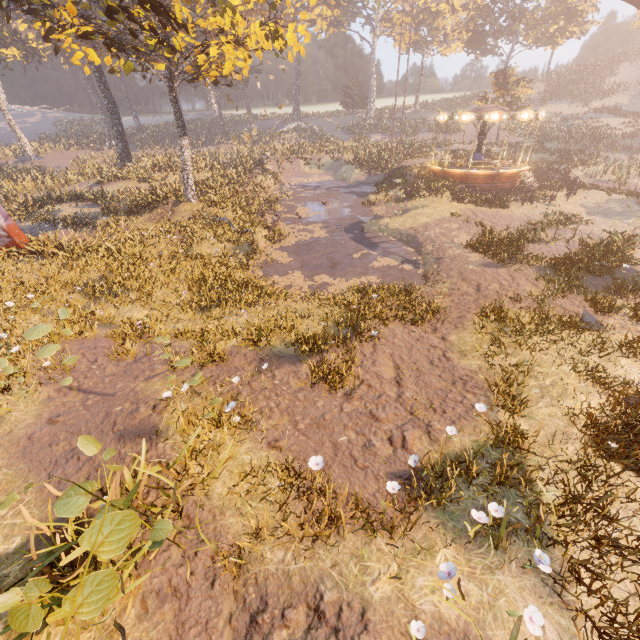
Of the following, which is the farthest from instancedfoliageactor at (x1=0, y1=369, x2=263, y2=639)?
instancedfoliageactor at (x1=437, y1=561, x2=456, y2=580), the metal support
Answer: instancedfoliageactor at (x1=437, y1=561, x2=456, y2=580)

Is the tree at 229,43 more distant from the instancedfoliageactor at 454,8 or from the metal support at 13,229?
the metal support at 13,229

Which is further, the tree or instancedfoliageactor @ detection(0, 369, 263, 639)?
the tree

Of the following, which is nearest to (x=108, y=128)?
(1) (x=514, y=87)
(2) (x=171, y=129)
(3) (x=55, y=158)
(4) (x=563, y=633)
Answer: (3) (x=55, y=158)

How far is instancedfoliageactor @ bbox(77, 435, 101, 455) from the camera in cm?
289

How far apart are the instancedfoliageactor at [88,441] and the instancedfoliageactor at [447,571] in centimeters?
416cm

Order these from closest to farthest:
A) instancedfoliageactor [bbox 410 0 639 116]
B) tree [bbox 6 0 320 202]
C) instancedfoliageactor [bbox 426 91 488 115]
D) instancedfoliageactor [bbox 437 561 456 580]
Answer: instancedfoliageactor [bbox 437 561 456 580] < tree [bbox 6 0 320 202] < instancedfoliageactor [bbox 426 91 488 115] < instancedfoliageactor [bbox 410 0 639 116]

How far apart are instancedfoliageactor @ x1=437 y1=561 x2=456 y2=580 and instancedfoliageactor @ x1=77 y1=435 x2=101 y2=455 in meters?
4.2
